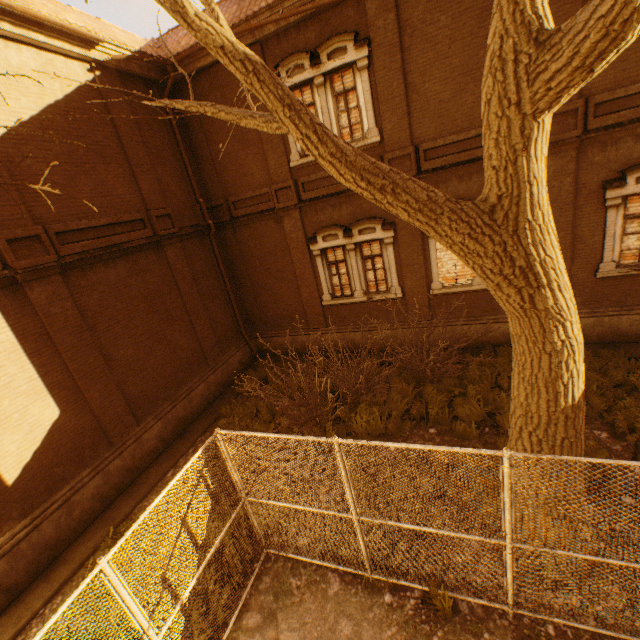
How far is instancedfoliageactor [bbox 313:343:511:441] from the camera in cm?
789

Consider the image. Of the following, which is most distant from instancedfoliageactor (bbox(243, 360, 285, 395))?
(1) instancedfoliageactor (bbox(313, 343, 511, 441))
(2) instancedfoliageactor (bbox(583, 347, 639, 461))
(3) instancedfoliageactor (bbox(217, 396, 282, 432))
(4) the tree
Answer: (4) the tree

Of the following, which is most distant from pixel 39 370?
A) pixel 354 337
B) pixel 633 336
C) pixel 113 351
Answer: pixel 633 336

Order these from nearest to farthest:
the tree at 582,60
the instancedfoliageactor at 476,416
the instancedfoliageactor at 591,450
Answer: the tree at 582,60, the instancedfoliageactor at 591,450, the instancedfoliageactor at 476,416

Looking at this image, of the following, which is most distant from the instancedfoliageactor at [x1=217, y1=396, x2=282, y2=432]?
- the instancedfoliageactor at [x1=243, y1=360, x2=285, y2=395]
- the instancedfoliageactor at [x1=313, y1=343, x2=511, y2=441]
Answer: the instancedfoliageactor at [x1=313, y1=343, x2=511, y2=441]

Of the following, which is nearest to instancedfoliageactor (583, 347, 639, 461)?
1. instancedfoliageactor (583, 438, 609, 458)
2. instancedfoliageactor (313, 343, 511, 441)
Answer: instancedfoliageactor (583, 438, 609, 458)

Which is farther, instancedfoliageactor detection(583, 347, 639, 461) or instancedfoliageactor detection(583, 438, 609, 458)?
instancedfoliageactor detection(583, 347, 639, 461)

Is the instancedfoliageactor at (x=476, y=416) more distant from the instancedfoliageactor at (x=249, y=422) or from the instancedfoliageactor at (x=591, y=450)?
the instancedfoliageactor at (x=249, y=422)
